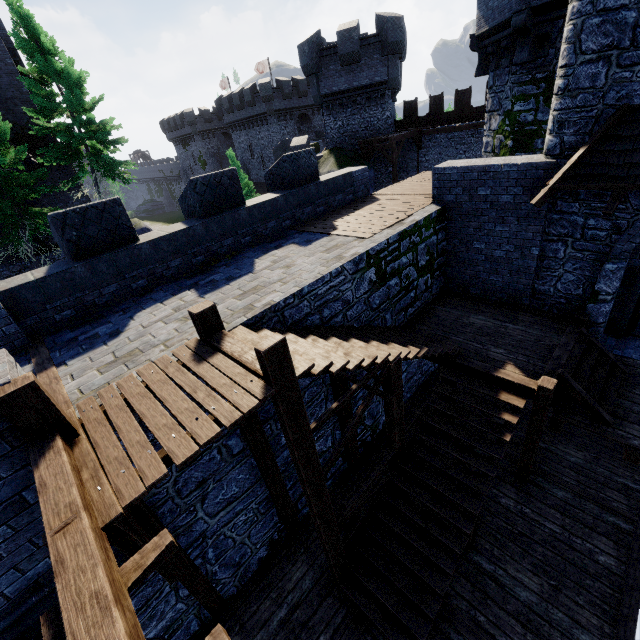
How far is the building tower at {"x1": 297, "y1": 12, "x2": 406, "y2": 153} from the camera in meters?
20.5 m

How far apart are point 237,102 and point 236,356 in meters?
45.8 m

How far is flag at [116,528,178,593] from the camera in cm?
230

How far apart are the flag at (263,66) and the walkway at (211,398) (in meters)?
54.64

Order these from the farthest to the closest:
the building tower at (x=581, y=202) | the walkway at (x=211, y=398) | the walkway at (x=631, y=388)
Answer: the building tower at (x=581, y=202), the walkway at (x=631, y=388), the walkway at (x=211, y=398)

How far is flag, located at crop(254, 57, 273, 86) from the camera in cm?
4594

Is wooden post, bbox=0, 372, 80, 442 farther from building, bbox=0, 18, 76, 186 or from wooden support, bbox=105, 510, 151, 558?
building, bbox=0, 18, 76, 186

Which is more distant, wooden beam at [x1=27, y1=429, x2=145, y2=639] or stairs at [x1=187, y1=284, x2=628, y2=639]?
stairs at [x1=187, y1=284, x2=628, y2=639]
